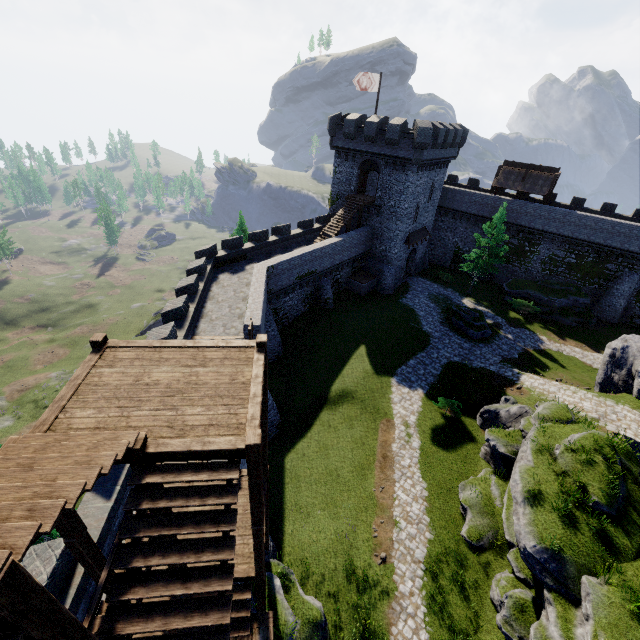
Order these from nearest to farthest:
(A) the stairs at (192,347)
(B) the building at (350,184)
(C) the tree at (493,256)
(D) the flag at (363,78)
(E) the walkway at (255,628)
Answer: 1. (A) the stairs at (192,347)
2. (E) the walkway at (255,628)
3. (D) the flag at (363,78)
4. (B) the building at (350,184)
5. (C) the tree at (493,256)

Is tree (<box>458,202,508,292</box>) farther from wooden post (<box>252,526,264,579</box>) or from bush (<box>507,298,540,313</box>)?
wooden post (<box>252,526,264,579</box>)

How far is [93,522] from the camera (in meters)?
9.43

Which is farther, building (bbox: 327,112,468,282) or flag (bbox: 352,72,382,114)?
building (bbox: 327,112,468,282)

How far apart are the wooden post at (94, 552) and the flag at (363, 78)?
36.0m

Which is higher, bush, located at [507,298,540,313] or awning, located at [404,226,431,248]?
awning, located at [404,226,431,248]

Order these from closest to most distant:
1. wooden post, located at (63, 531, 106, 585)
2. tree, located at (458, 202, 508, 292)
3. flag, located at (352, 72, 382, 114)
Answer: wooden post, located at (63, 531, 106, 585), flag, located at (352, 72, 382, 114), tree, located at (458, 202, 508, 292)

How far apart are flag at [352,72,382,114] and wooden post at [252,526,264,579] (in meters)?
35.05
